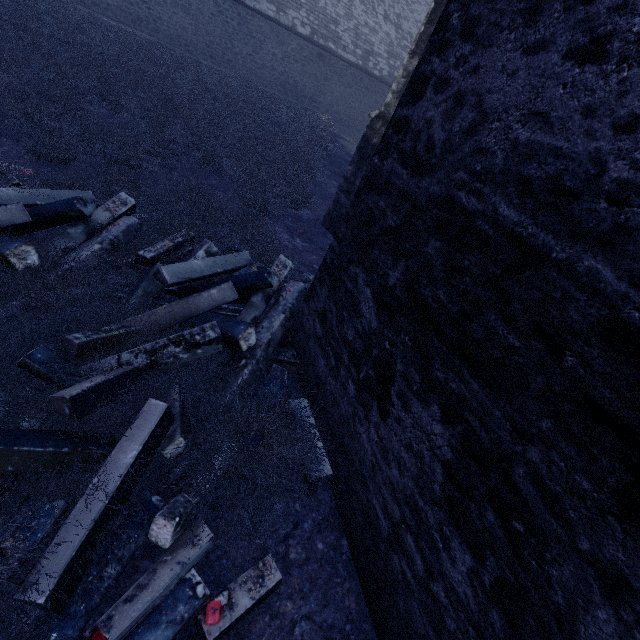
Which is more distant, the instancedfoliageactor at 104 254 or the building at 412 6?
the instancedfoliageactor at 104 254

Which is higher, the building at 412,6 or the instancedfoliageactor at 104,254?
the building at 412,6

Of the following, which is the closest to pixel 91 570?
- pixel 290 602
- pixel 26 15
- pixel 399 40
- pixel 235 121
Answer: pixel 290 602

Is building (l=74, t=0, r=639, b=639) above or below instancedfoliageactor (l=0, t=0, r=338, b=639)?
above

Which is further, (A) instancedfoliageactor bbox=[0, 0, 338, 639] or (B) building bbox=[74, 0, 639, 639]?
A: (A) instancedfoliageactor bbox=[0, 0, 338, 639]
